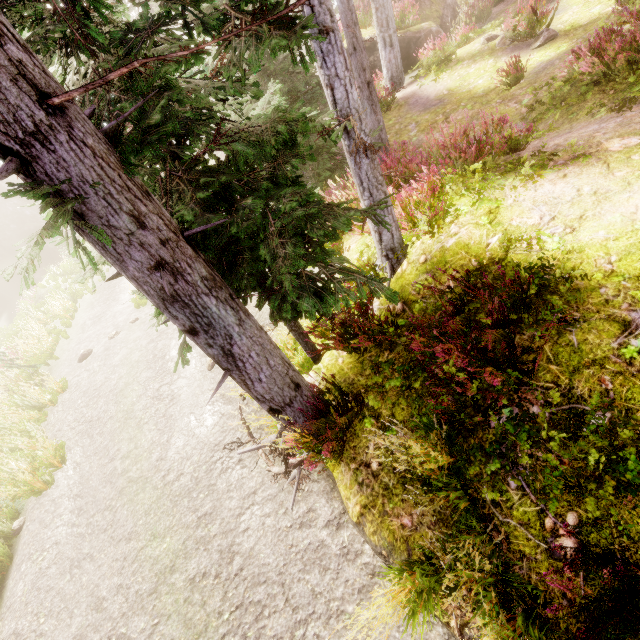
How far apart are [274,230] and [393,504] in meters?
3.4 m

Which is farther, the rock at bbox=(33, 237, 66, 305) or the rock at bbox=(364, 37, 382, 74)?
the rock at bbox=(33, 237, 66, 305)

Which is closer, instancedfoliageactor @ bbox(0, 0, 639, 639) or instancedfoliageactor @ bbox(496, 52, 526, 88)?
instancedfoliageactor @ bbox(0, 0, 639, 639)

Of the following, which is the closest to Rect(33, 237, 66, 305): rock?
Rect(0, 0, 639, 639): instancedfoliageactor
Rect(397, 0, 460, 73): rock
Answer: Rect(0, 0, 639, 639): instancedfoliageactor

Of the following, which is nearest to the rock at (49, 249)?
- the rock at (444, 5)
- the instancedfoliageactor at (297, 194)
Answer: the instancedfoliageactor at (297, 194)

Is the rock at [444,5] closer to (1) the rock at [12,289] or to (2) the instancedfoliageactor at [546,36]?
(2) the instancedfoliageactor at [546,36]

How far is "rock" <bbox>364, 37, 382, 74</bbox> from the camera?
14.7 meters
